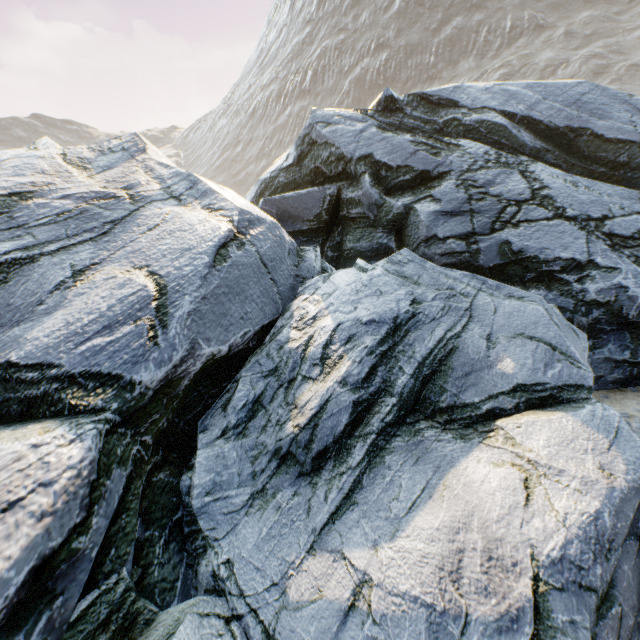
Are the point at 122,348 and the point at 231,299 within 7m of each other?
yes
